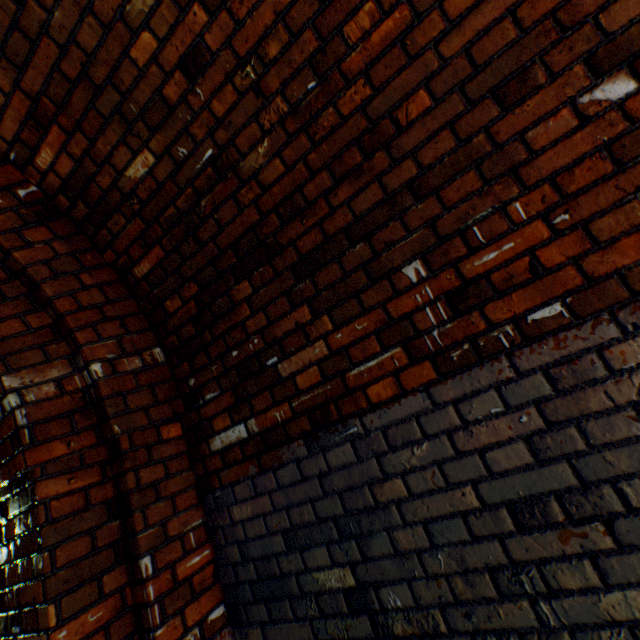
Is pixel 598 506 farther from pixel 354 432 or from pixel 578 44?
pixel 578 44
